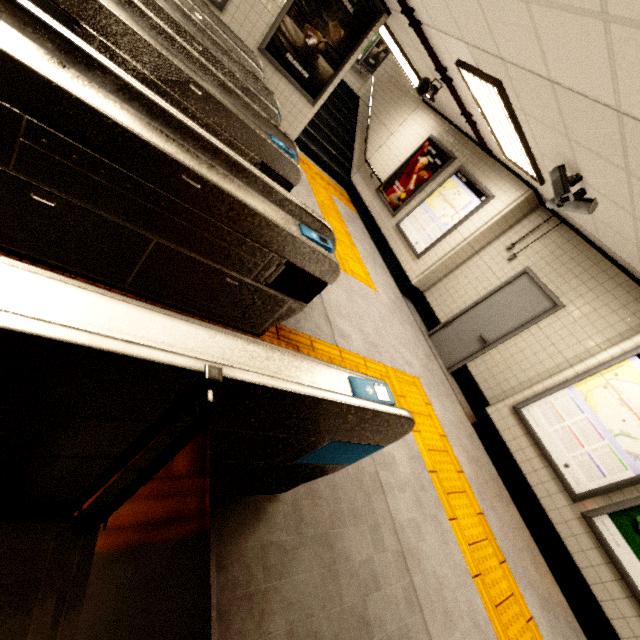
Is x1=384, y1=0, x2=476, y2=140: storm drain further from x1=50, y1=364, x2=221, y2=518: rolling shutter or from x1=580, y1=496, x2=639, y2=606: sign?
x1=50, y1=364, x2=221, y2=518: rolling shutter

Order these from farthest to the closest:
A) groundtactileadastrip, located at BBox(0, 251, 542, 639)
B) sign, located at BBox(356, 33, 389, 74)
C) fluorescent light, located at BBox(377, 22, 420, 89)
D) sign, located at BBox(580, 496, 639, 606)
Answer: sign, located at BBox(356, 33, 389, 74), fluorescent light, located at BBox(377, 22, 420, 89), sign, located at BBox(580, 496, 639, 606), groundtactileadastrip, located at BBox(0, 251, 542, 639)

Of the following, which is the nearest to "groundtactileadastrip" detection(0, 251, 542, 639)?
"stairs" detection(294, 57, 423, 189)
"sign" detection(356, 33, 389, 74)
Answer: "stairs" detection(294, 57, 423, 189)

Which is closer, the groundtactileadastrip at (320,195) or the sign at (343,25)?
the sign at (343,25)

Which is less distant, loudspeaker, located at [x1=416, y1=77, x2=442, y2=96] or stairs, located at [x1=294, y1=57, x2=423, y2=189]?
loudspeaker, located at [x1=416, y1=77, x2=442, y2=96]

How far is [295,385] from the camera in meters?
1.0

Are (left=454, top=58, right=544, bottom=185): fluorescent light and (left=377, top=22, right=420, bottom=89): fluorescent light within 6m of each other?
yes

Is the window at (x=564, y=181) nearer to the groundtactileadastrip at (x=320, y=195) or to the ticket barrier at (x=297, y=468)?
the groundtactileadastrip at (x=320, y=195)
